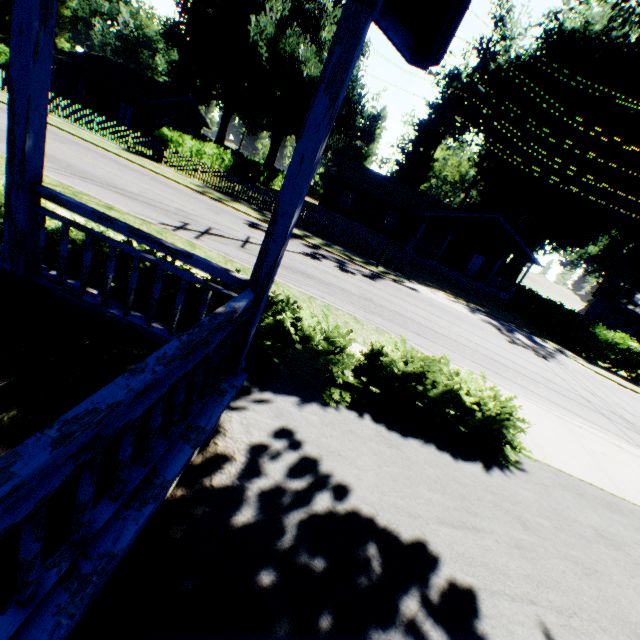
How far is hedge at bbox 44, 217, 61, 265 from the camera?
5.6 meters

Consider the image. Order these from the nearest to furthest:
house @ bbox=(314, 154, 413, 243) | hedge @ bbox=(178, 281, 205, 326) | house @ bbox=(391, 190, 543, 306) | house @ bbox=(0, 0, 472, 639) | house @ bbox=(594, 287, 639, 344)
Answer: house @ bbox=(0, 0, 472, 639) → hedge @ bbox=(178, 281, 205, 326) → house @ bbox=(391, 190, 543, 306) → house @ bbox=(314, 154, 413, 243) → house @ bbox=(594, 287, 639, 344)

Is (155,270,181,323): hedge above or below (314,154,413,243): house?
below

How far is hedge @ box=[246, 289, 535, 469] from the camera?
5.51m

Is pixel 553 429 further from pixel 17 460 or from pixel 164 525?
pixel 17 460

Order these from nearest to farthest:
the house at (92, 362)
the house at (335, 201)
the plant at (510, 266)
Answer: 1. the house at (92, 362)
2. the house at (335, 201)
3. the plant at (510, 266)

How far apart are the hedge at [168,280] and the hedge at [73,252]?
0.18m
